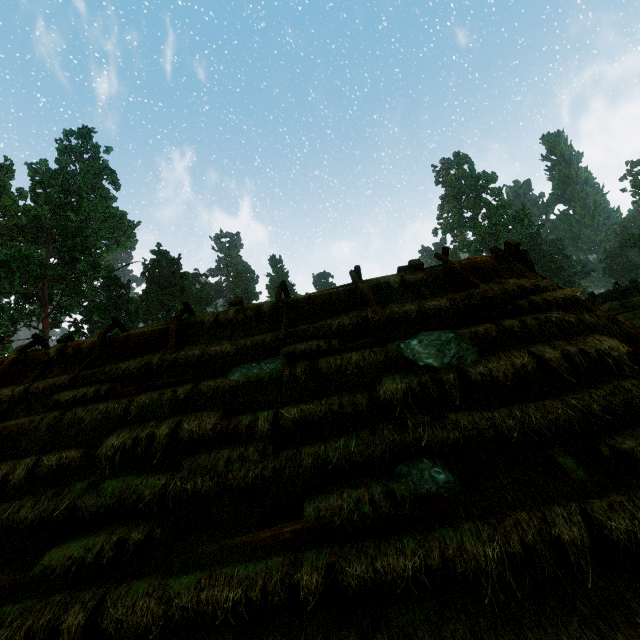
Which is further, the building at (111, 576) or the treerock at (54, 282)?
the treerock at (54, 282)

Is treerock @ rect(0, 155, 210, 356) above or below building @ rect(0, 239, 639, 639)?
above

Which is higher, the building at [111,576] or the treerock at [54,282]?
the treerock at [54,282]

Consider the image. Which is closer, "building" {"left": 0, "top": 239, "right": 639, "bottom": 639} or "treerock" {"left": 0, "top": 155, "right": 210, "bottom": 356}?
"building" {"left": 0, "top": 239, "right": 639, "bottom": 639}

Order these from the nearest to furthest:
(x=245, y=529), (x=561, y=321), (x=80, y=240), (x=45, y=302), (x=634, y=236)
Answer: (x=245, y=529) → (x=561, y=321) → (x=45, y=302) → (x=80, y=240) → (x=634, y=236)
